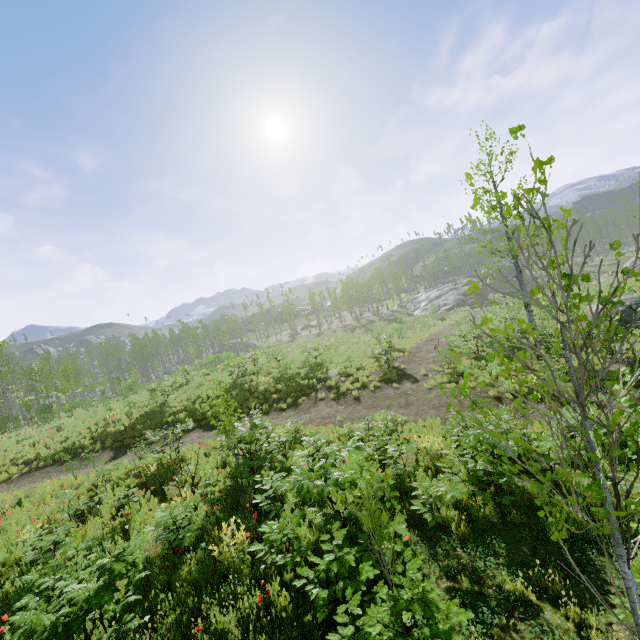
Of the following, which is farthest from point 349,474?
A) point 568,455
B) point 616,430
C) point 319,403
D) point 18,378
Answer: point 18,378
